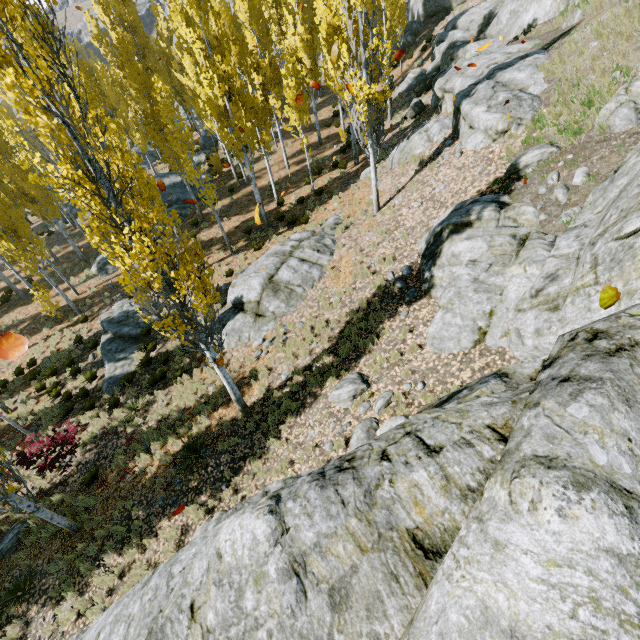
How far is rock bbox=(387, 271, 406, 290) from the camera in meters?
10.3

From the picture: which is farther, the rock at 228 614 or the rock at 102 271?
the rock at 102 271

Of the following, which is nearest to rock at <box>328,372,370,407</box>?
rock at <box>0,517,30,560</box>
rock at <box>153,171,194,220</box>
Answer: rock at <box>0,517,30,560</box>

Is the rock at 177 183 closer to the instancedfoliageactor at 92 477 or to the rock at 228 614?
the instancedfoliageactor at 92 477

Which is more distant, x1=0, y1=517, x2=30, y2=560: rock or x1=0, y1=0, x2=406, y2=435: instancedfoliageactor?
x1=0, y1=517, x2=30, y2=560: rock

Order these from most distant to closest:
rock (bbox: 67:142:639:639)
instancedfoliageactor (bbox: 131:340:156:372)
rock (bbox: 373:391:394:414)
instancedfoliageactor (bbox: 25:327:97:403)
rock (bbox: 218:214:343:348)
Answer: instancedfoliageactor (bbox: 25:327:97:403) → instancedfoliageactor (bbox: 131:340:156:372) → rock (bbox: 218:214:343:348) → rock (bbox: 373:391:394:414) → rock (bbox: 67:142:639:639)

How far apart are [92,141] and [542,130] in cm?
1129
